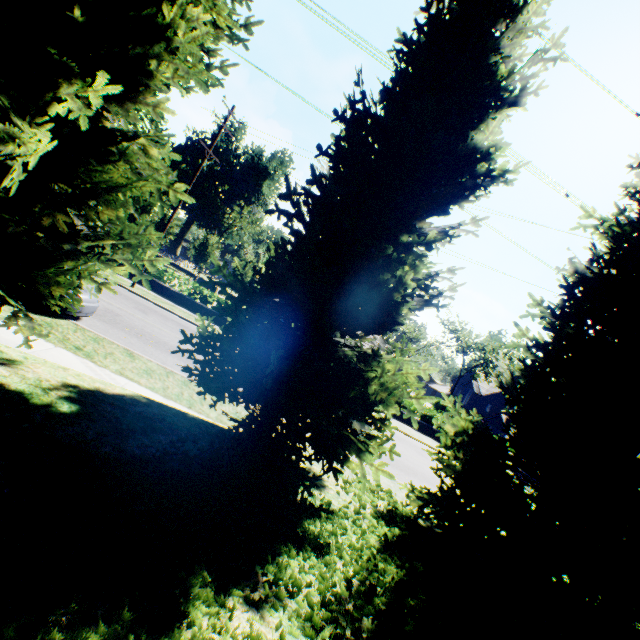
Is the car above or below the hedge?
below

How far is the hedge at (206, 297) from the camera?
21.7 meters

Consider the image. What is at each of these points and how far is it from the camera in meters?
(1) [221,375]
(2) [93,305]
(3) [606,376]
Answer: (1) tree, 4.4
(2) car, 9.7
(3) tree, 5.2

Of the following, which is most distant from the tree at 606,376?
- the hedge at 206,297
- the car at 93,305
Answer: the hedge at 206,297

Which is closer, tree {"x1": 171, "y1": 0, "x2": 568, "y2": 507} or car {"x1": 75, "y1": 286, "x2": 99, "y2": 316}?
tree {"x1": 171, "y1": 0, "x2": 568, "y2": 507}

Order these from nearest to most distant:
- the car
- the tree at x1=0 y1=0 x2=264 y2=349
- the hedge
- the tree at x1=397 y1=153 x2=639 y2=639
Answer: the tree at x1=0 y1=0 x2=264 y2=349, the tree at x1=397 y1=153 x2=639 y2=639, the car, the hedge

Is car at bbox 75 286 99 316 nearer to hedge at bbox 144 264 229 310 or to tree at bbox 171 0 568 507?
tree at bbox 171 0 568 507

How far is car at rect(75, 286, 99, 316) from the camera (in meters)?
9.26
